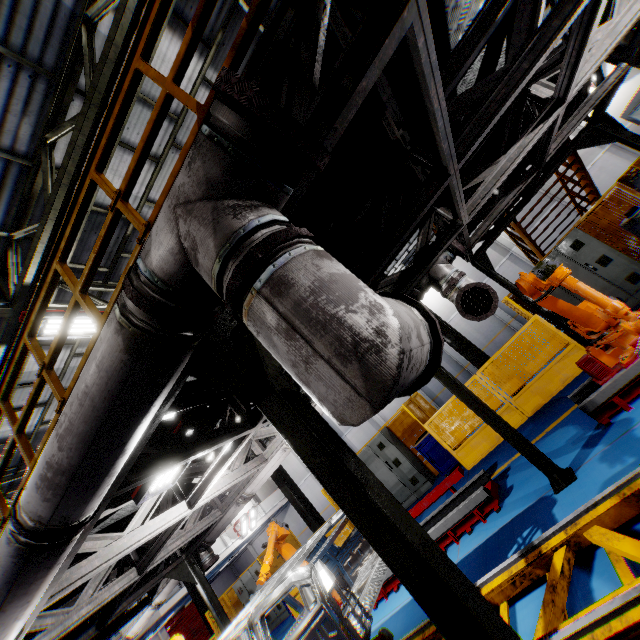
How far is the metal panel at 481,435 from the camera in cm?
811

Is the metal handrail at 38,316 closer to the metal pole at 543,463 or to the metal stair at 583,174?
the metal pole at 543,463

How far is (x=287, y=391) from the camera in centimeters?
192cm

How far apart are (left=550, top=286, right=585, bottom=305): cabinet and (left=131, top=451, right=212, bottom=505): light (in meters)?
8.36

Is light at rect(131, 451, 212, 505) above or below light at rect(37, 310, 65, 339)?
below

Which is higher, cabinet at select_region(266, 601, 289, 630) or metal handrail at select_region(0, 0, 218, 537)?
metal handrail at select_region(0, 0, 218, 537)

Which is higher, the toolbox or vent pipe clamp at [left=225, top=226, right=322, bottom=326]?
vent pipe clamp at [left=225, top=226, right=322, bottom=326]

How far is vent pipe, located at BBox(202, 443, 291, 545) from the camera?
6.96m
